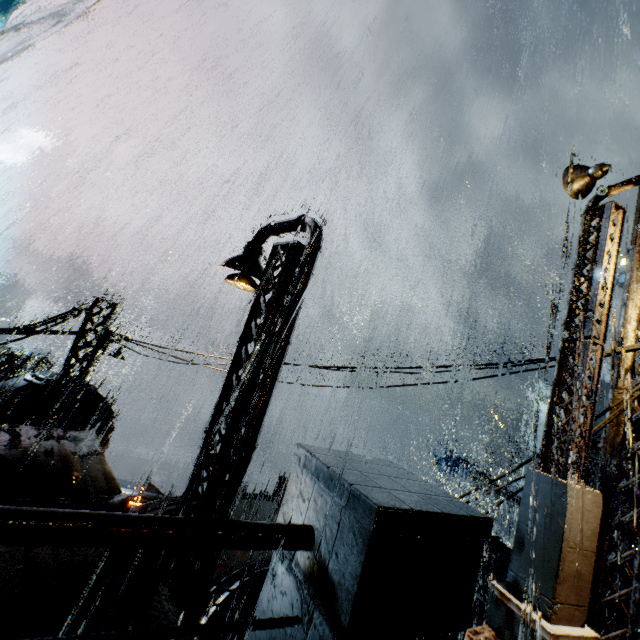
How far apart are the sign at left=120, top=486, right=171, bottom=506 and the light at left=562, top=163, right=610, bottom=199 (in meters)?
18.87

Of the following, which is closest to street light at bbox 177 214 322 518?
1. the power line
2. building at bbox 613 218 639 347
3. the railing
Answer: building at bbox 613 218 639 347

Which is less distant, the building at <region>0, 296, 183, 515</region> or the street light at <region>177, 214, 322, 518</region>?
the building at <region>0, 296, 183, 515</region>

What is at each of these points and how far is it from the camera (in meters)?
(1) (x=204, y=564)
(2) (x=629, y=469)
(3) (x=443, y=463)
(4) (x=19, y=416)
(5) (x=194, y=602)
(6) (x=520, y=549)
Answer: (1) street light, 5.46
(2) building, 5.55
(3) cloth, 32.06
(4) building vent, 9.97
(5) street light, 5.39
(6) street light, 4.44

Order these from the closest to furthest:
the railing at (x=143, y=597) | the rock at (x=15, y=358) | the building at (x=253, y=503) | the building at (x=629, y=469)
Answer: the railing at (x=143, y=597), the building at (x=629, y=469), the building at (x=253, y=503), the rock at (x=15, y=358)

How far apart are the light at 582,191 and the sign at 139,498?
18.87m

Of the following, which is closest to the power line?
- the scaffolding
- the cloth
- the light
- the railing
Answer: the railing

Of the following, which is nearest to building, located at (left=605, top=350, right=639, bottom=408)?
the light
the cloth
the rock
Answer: the light
